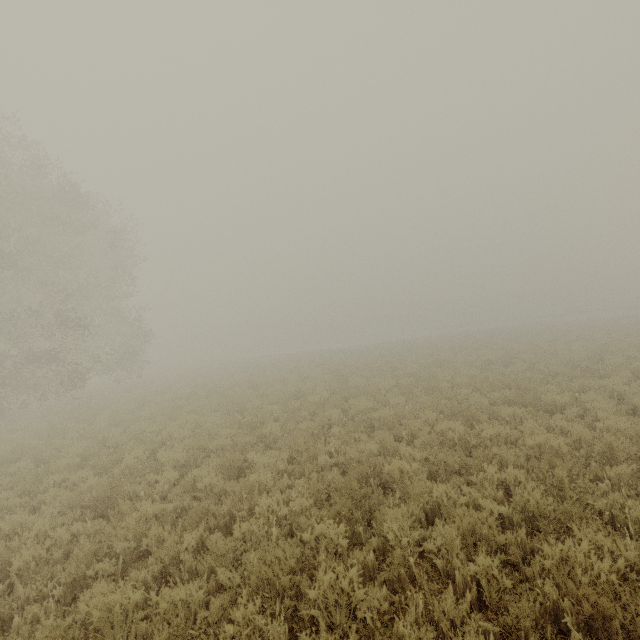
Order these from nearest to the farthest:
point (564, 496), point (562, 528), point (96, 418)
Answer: point (562, 528) → point (564, 496) → point (96, 418)
